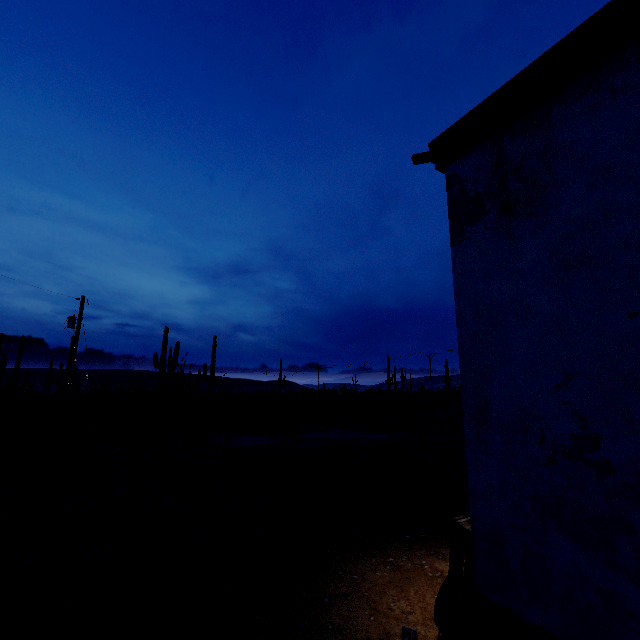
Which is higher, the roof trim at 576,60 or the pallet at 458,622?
the roof trim at 576,60

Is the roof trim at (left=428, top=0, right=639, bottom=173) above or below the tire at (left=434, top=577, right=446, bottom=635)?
above

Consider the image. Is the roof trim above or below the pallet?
above

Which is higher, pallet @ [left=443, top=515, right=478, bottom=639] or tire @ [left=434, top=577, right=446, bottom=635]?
pallet @ [left=443, top=515, right=478, bottom=639]

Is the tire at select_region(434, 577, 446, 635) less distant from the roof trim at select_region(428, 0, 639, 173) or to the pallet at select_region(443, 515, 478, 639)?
the pallet at select_region(443, 515, 478, 639)

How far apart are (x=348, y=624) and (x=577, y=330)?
3.3m

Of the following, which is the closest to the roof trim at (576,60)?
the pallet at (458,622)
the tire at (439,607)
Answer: the pallet at (458,622)

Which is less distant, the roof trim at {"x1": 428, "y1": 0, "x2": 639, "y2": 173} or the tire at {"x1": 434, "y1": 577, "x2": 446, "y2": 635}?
the roof trim at {"x1": 428, "y1": 0, "x2": 639, "y2": 173}
